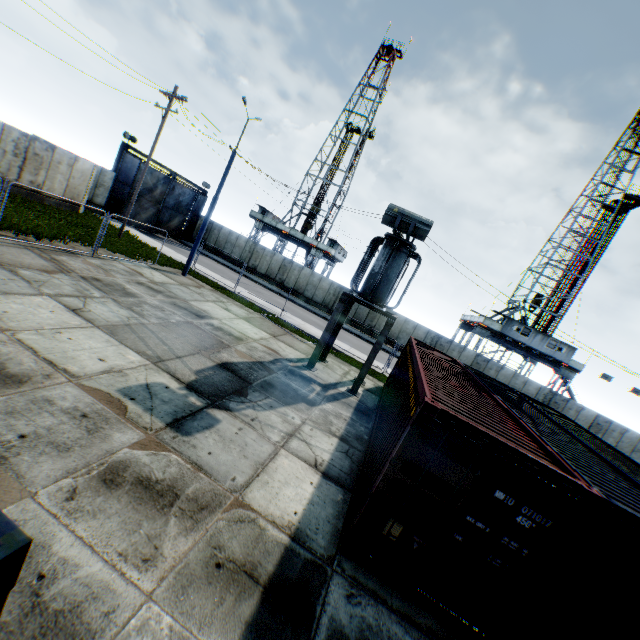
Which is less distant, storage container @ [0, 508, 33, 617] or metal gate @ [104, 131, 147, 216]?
storage container @ [0, 508, 33, 617]

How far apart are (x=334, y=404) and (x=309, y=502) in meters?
5.3

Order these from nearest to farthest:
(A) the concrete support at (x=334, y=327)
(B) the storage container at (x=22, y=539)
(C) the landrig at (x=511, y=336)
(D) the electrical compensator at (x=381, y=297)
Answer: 1. (B) the storage container at (x=22, y=539)
2. (D) the electrical compensator at (x=381, y=297)
3. (A) the concrete support at (x=334, y=327)
4. (C) the landrig at (x=511, y=336)

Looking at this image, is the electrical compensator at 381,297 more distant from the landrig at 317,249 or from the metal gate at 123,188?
the landrig at 317,249

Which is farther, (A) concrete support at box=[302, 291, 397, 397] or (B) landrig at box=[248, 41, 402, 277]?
(B) landrig at box=[248, 41, 402, 277]

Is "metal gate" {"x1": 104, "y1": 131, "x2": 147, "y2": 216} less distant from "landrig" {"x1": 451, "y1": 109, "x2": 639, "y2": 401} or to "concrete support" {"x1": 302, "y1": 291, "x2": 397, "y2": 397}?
"concrete support" {"x1": 302, "y1": 291, "x2": 397, "y2": 397}

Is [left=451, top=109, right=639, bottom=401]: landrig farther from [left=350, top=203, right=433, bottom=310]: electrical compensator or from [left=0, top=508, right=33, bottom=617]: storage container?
[left=0, top=508, right=33, bottom=617]: storage container

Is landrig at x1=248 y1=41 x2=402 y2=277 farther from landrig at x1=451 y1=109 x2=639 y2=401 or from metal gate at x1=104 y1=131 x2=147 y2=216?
landrig at x1=451 y1=109 x2=639 y2=401
